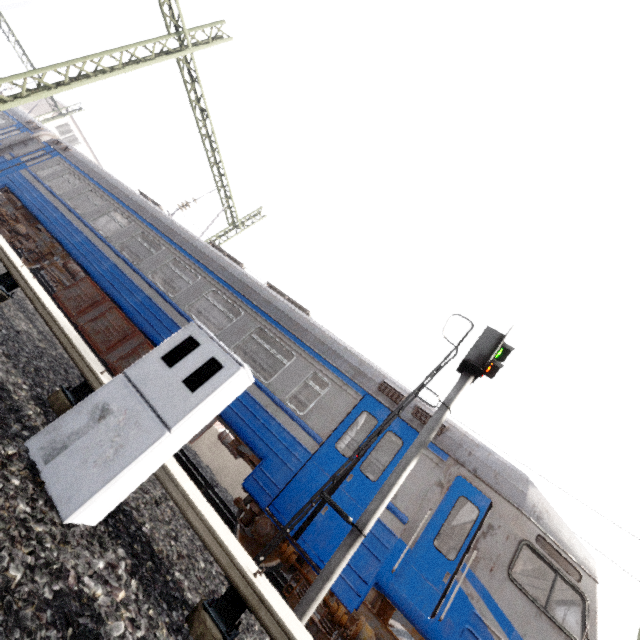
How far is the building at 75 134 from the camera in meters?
32.9

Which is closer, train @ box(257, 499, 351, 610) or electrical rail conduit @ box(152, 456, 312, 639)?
electrical rail conduit @ box(152, 456, 312, 639)

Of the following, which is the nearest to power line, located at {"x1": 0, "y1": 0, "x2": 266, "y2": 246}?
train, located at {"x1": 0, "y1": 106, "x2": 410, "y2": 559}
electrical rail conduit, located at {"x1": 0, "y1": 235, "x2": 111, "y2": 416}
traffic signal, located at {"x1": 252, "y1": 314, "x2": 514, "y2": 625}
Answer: train, located at {"x1": 0, "y1": 106, "x2": 410, "y2": 559}

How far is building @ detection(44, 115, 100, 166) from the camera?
32.9m

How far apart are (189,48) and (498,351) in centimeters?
1368cm

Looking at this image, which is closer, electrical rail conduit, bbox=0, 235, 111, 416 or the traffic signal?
electrical rail conduit, bbox=0, 235, 111, 416

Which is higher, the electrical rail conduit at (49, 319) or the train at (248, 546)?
the train at (248, 546)

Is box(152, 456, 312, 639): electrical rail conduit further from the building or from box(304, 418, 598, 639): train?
the building
